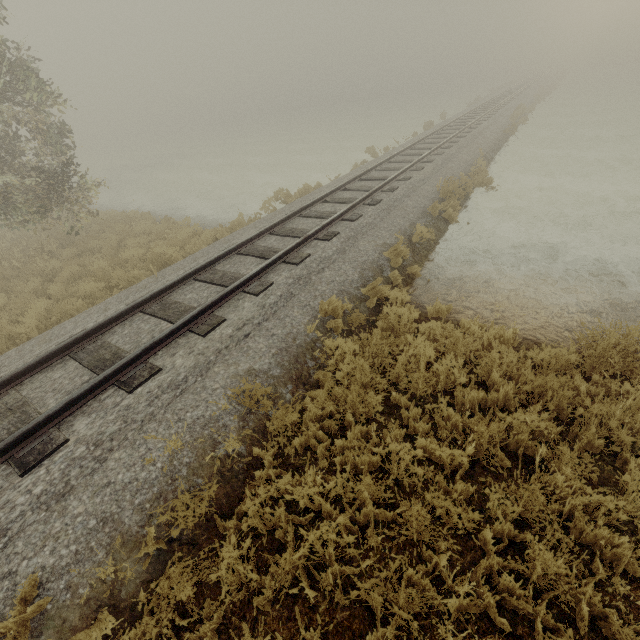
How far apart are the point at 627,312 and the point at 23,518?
9.38m
